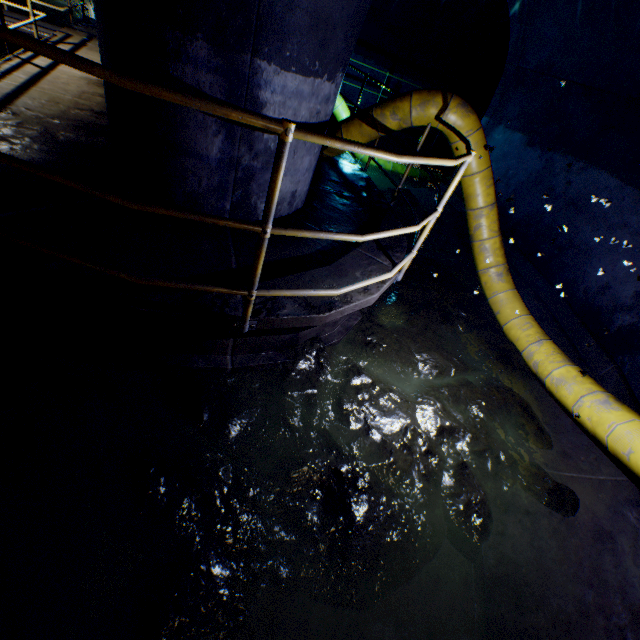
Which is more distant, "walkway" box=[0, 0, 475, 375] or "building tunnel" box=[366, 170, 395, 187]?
"building tunnel" box=[366, 170, 395, 187]

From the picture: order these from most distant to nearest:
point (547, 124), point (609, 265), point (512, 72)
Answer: point (512, 72), point (547, 124), point (609, 265)

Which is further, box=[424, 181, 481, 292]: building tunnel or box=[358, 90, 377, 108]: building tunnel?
box=[358, 90, 377, 108]: building tunnel

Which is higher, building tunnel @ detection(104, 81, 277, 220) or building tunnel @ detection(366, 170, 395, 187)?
building tunnel @ detection(104, 81, 277, 220)

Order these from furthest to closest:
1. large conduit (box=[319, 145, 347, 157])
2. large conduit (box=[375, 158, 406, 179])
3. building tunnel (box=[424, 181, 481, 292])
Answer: large conduit (box=[375, 158, 406, 179])
building tunnel (box=[424, 181, 481, 292])
large conduit (box=[319, 145, 347, 157])

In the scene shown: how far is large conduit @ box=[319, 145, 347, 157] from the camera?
5.0m

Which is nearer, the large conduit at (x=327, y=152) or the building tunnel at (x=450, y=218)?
the large conduit at (x=327, y=152)

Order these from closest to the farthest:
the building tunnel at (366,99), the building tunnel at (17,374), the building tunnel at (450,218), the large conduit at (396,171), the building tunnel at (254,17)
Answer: the building tunnel at (17,374), the building tunnel at (254,17), the building tunnel at (450,218), the large conduit at (396,171), the building tunnel at (366,99)
